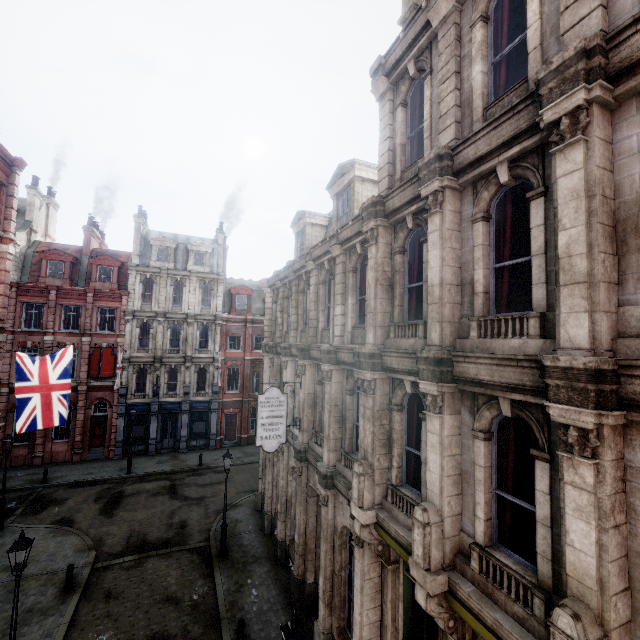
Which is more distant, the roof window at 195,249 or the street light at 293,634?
the roof window at 195,249

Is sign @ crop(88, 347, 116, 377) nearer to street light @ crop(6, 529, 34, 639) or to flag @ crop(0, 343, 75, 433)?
street light @ crop(6, 529, 34, 639)

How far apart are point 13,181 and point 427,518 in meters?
20.8

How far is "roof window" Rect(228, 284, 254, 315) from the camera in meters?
32.4 m

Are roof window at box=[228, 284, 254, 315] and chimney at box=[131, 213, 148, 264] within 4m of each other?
no

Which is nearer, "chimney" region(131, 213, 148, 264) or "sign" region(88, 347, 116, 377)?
"sign" region(88, 347, 116, 377)

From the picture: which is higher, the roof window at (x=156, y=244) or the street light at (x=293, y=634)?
the roof window at (x=156, y=244)

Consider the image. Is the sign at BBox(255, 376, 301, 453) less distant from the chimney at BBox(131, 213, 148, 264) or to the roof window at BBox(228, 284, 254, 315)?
the roof window at BBox(228, 284, 254, 315)
